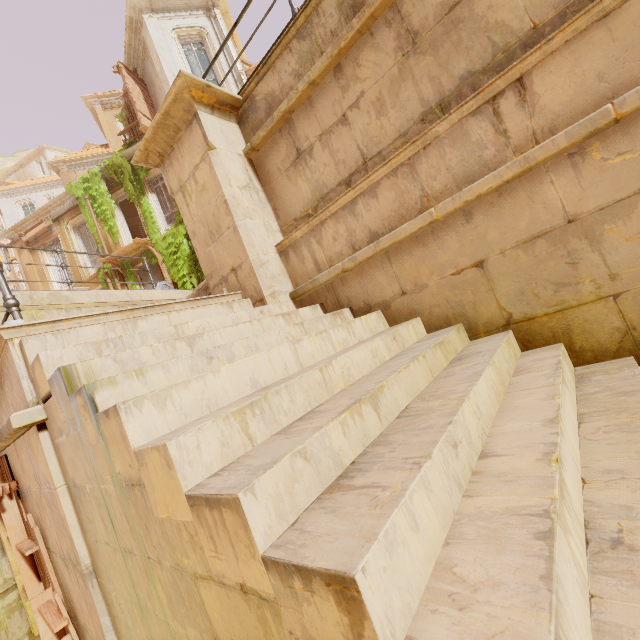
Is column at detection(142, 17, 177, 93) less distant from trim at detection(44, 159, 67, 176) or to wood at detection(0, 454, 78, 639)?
wood at detection(0, 454, 78, 639)

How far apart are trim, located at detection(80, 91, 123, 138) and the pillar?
21.9 meters

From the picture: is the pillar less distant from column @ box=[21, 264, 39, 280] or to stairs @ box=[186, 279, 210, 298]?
stairs @ box=[186, 279, 210, 298]

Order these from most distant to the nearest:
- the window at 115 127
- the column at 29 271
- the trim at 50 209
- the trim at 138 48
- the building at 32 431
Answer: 1. the window at 115 127
2. the column at 29 271
3. the trim at 50 209
4. the trim at 138 48
5. the building at 32 431

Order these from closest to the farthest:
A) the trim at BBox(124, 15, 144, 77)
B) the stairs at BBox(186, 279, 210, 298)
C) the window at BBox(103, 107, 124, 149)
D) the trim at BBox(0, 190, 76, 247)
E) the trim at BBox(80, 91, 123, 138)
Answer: the stairs at BBox(186, 279, 210, 298)
the trim at BBox(124, 15, 144, 77)
the trim at BBox(0, 190, 76, 247)
the trim at BBox(80, 91, 123, 138)
the window at BBox(103, 107, 124, 149)

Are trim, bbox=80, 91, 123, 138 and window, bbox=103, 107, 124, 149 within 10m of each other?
yes

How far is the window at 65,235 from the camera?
17.1 meters

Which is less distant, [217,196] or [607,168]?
[607,168]
